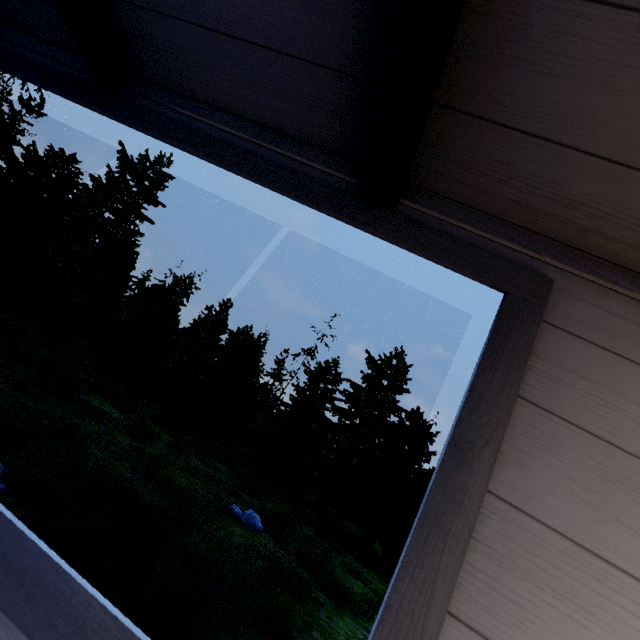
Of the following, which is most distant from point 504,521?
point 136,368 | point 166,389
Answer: point 166,389

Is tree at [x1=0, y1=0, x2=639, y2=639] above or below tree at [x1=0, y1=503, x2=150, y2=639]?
above

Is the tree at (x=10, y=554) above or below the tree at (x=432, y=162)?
below
